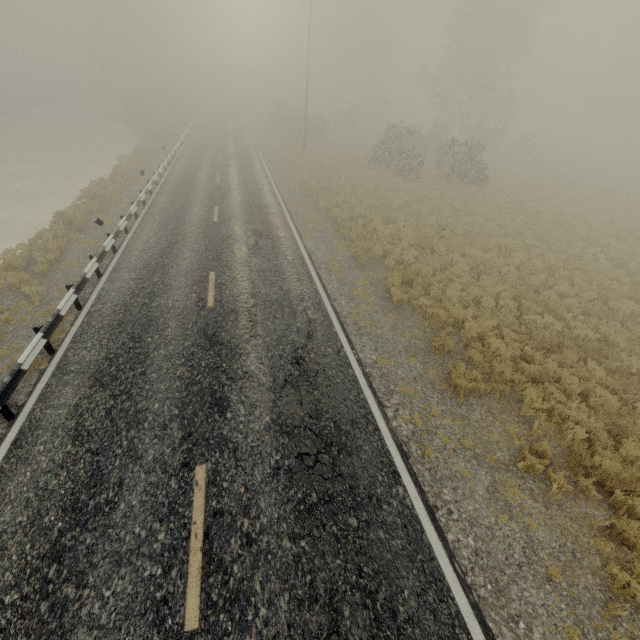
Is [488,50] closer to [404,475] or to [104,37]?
[404,475]
